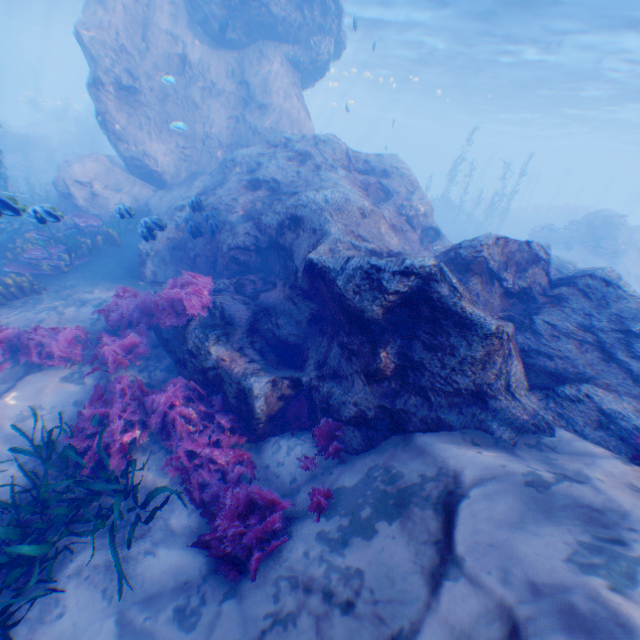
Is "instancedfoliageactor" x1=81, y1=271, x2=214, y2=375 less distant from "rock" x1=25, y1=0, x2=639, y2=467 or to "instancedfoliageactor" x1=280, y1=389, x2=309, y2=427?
"rock" x1=25, y1=0, x2=639, y2=467

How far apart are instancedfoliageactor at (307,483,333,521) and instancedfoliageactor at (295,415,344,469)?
0.49m

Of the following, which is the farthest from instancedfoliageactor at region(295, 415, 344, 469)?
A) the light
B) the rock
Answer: the light

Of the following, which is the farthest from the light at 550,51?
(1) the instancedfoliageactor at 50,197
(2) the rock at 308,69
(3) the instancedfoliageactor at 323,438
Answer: (3) the instancedfoliageactor at 323,438

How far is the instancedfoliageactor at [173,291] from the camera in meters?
6.4 m

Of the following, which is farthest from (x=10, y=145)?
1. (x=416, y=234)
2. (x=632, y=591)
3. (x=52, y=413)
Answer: (x=632, y=591)

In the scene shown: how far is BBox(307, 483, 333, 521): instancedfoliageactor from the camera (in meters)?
4.30

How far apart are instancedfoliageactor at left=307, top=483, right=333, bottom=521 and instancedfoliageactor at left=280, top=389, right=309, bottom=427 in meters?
1.3 m
